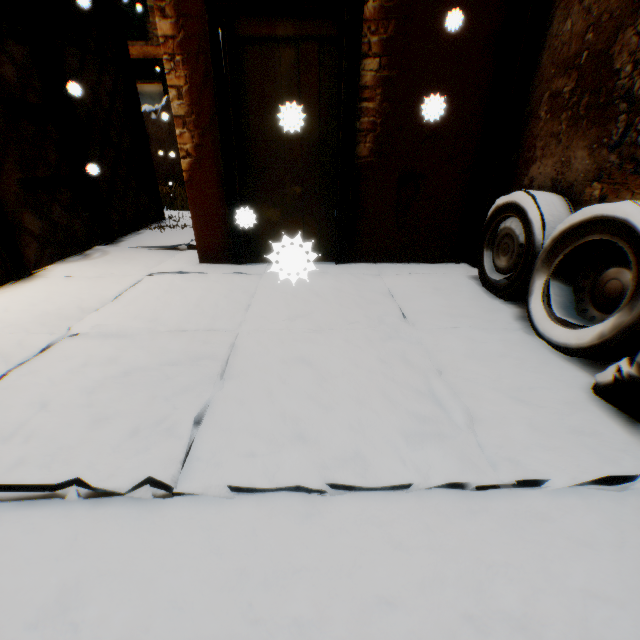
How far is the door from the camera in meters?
3.0 m

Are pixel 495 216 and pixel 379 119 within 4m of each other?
yes

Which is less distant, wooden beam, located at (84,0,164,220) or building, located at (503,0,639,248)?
building, located at (503,0,639,248)

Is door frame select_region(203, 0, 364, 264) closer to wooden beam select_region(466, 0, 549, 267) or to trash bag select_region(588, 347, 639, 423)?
wooden beam select_region(466, 0, 549, 267)

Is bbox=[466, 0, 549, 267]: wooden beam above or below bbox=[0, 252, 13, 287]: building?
above

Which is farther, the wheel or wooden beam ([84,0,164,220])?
wooden beam ([84,0,164,220])

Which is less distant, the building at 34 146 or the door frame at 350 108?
the door frame at 350 108

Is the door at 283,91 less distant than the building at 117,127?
Yes
